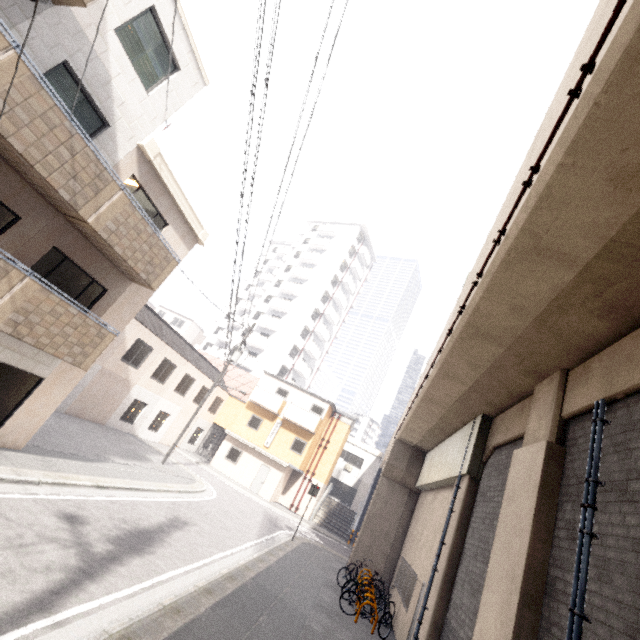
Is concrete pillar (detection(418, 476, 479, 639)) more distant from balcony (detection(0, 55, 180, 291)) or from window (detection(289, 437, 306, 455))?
window (detection(289, 437, 306, 455))

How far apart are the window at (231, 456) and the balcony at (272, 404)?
3.9 meters

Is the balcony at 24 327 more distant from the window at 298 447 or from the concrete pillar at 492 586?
the window at 298 447

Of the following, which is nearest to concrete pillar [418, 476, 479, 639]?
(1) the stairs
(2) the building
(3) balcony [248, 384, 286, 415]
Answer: (3) balcony [248, 384, 286, 415]

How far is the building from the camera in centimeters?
4141cm

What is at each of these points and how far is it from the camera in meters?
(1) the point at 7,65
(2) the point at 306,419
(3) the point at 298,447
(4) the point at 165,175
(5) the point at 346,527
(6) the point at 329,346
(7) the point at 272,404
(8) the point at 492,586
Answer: (1) balcony, 5.7
(2) balcony, 26.9
(3) window, 26.8
(4) roof trim, 10.3
(5) stairs, 28.5
(6) building, 48.8
(7) balcony, 27.8
(8) concrete pillar, 5.3

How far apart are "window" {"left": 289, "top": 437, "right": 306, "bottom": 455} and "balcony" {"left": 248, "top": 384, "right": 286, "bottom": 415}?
2.26m

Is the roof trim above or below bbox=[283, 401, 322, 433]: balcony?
above
